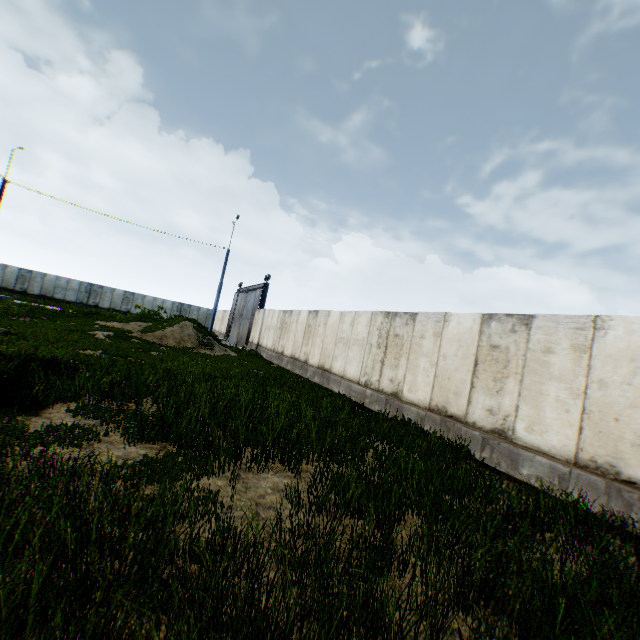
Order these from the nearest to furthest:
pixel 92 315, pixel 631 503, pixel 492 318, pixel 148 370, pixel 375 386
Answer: pixel 631 503 < pixel 492 318 < pixel 148 370 < pixel 375 386 < pixel 92 315

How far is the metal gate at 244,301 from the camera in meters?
28.5 m

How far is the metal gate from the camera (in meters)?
28.45
